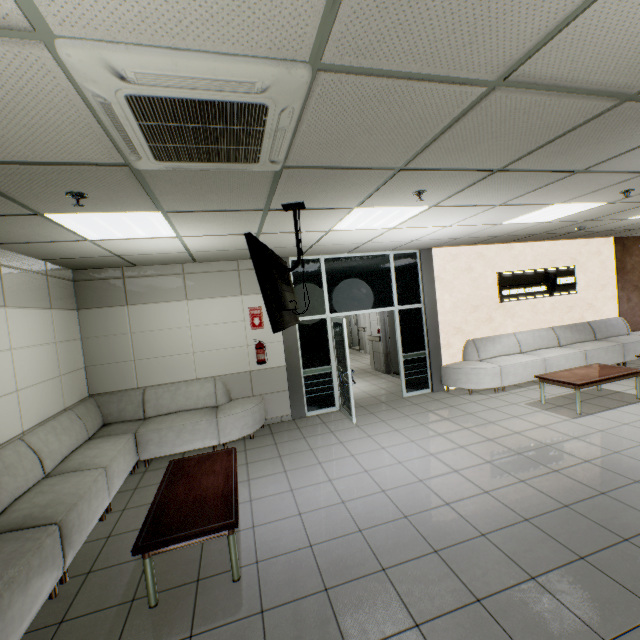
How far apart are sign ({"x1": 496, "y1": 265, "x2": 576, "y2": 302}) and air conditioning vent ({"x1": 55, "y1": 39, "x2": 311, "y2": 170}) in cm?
709

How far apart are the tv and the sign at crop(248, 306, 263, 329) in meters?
2.3 m

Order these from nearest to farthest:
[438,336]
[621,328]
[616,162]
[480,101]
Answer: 1. [480,101]
2. [616,162]
3. [438,336]
4. [621,328]

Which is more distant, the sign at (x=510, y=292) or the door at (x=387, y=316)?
the door at (x=387, y=316)

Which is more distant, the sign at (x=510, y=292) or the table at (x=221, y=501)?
the sign at (x=510, y=292)

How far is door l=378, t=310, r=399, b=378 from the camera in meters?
9.6 m

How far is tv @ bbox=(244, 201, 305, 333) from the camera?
2.6m

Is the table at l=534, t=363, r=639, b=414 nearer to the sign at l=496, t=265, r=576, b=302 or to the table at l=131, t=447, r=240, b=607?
the sign at l=496, t=265, r=576, b=302
